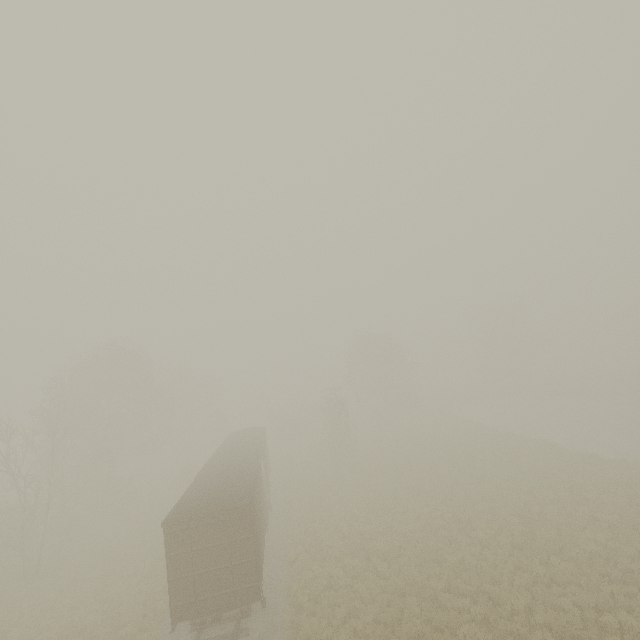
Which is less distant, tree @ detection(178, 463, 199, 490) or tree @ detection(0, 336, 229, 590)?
tree @ detection(0, 336, 229, 590)

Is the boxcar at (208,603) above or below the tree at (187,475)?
above

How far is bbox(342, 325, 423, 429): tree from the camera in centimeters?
4591cm

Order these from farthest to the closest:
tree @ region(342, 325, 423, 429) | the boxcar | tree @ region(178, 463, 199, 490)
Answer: tree @ region(342, 325, 423, 429) < tree @ region(178, 463, 199, 490) < the boxcar

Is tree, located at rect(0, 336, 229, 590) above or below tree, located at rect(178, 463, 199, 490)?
above

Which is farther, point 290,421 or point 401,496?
point 290,421

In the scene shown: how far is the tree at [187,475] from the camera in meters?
32.3

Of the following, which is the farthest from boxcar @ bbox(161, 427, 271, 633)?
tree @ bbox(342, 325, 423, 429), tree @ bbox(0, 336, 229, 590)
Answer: tree @ bbox(342, 325, 423, 429)
